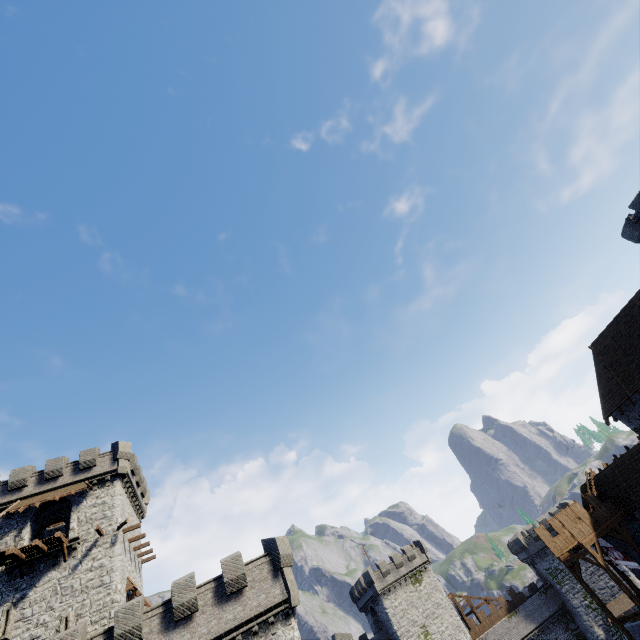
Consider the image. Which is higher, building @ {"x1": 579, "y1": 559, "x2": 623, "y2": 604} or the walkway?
the walkway

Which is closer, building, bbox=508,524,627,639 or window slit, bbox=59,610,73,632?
window slit, bbox=59,610,73,632

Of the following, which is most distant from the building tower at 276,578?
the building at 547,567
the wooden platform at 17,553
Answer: the building at 547,567

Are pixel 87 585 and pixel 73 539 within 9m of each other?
yes

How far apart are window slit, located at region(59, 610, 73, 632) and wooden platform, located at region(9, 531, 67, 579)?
4.6m

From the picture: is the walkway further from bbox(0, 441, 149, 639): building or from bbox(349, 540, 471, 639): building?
bbox(0, 441, 149, 639): building

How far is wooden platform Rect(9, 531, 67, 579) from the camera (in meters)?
23.53

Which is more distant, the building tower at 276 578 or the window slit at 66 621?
the window slit at 66 621
